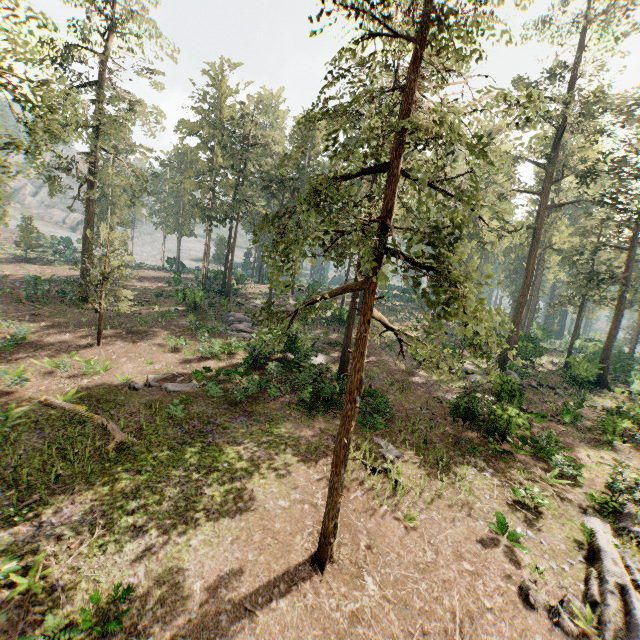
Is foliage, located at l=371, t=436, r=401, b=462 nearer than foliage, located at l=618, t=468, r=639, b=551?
No

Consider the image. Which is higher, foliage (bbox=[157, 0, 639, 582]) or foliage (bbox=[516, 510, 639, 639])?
foliage (bbox=[157, 0, 639, 582])

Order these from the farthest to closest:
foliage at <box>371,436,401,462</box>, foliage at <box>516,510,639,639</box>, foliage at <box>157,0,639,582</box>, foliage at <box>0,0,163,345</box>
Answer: foliage at <box>371,436,401,462</box> < foliage at <box>0,0,163,345</box> < foliage at <box>516,510,639,639</box> < foliage at <box>157,0,639,582</box>

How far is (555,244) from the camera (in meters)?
46.38

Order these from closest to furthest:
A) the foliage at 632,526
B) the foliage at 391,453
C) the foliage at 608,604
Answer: the foliage at 608,604 < the foliage at 632,526 < the foliage at 391,453

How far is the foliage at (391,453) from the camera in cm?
1486
